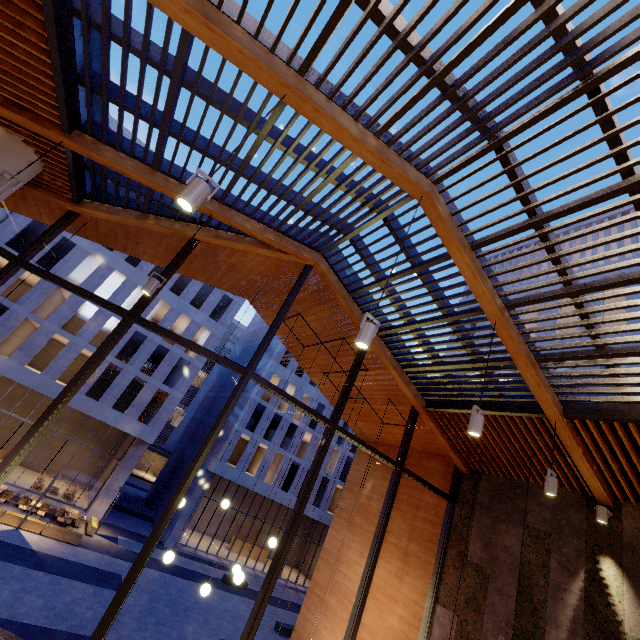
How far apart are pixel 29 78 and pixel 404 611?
11.10m

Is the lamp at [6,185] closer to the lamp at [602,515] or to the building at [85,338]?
the lamp at [602,515]

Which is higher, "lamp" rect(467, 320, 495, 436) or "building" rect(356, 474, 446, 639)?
"lamp" rect(467, 320, 495, 436)

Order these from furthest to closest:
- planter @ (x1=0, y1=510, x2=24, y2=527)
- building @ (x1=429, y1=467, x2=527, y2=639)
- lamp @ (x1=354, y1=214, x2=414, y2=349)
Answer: planter @ (x1=0, y1=510, x2=24, y2=527) → building @ (x1=429, y1=467, x2=527, y2=639) → lamp @ (x1=354, y1=214, x2=414, y2=349)

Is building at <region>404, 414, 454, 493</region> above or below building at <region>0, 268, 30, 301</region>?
below

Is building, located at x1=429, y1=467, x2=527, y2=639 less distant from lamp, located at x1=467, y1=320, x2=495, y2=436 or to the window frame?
the window frame

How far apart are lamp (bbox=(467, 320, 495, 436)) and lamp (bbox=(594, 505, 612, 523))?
3.67m

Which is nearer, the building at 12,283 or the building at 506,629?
the building at 506,629
